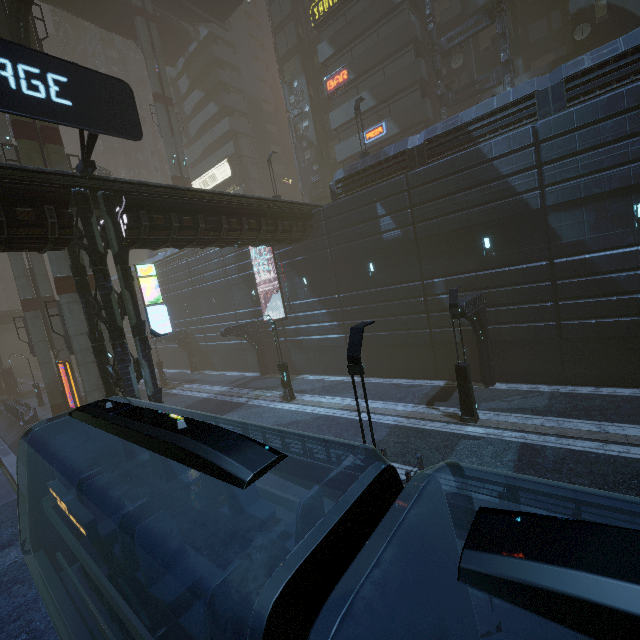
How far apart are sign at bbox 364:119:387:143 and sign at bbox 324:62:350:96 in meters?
4.4

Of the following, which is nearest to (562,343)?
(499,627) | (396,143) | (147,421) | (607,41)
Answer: (499,627)

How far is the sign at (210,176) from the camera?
42.6 meters

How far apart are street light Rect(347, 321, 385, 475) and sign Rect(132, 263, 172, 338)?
10.2m

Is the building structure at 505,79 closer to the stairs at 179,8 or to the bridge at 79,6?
the stairs at 179,8

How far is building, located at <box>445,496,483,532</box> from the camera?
7.9 meters

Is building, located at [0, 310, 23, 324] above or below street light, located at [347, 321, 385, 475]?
above

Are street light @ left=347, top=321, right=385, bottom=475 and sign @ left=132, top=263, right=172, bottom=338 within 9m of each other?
no
